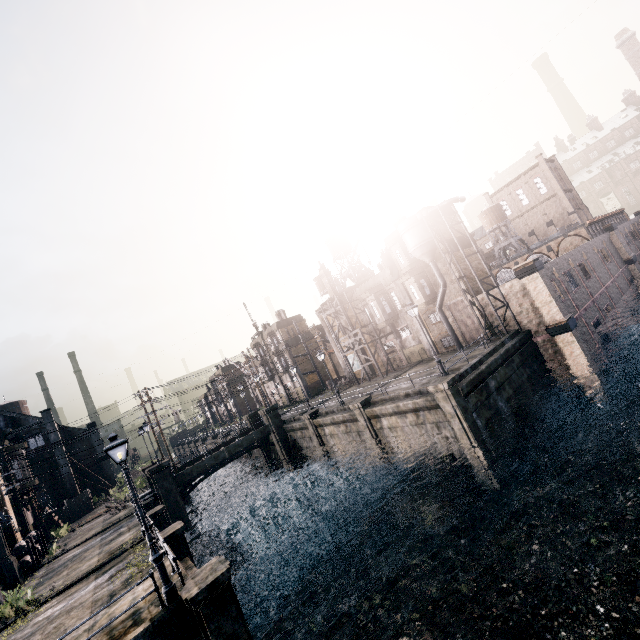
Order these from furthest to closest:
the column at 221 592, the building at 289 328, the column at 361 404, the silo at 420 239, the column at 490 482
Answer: the building at 289 328, the silo at 420 239, the column at 361 404, the column at 490 482, the column at 221 592

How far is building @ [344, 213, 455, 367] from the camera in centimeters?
3334cm

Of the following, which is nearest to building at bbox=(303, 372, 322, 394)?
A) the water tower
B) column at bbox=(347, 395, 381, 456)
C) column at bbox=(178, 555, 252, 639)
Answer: the water tower

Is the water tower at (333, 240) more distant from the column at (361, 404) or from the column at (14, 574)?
the column at (14, 574)

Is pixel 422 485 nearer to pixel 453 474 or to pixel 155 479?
pixel 453 474

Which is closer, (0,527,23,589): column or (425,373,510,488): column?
(425,373,510,488): column

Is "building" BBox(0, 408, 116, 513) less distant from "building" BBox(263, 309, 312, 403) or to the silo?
"building" BBox(263, 309, 312, 403)

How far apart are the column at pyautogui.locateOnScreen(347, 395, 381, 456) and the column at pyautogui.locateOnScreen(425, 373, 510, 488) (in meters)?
6.91
